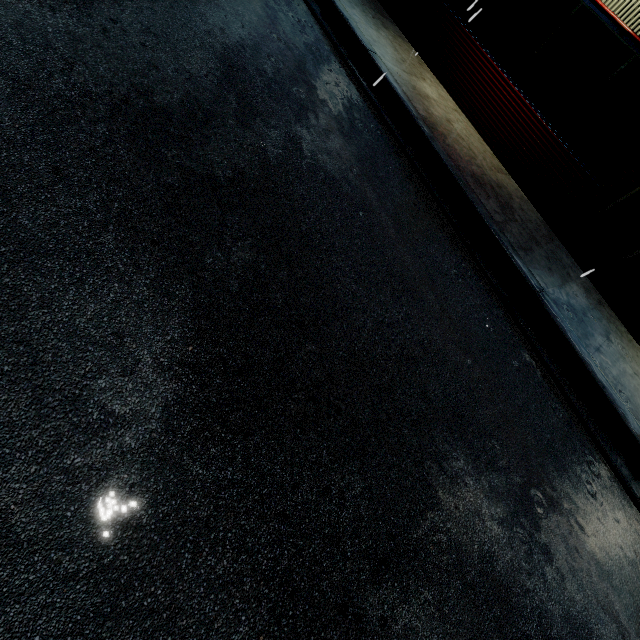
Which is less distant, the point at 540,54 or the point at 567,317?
the point at 567,317
